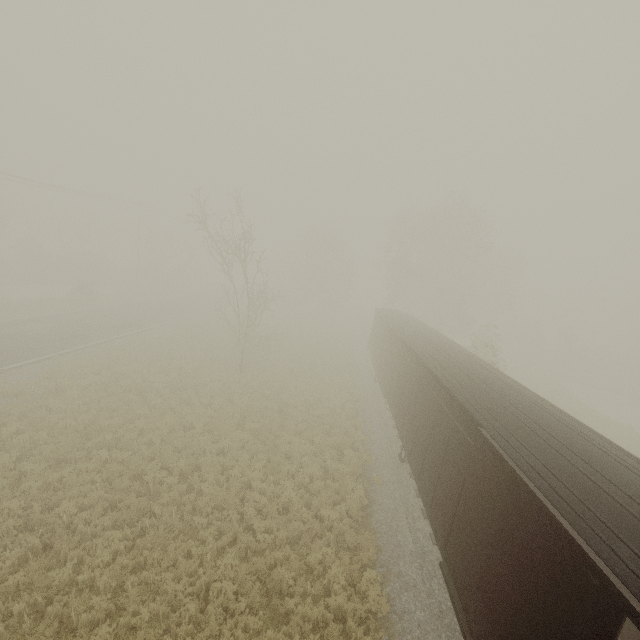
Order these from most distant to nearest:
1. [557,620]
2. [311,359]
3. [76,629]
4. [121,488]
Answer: [311,359], [121,488], [76,629], [557,620]
